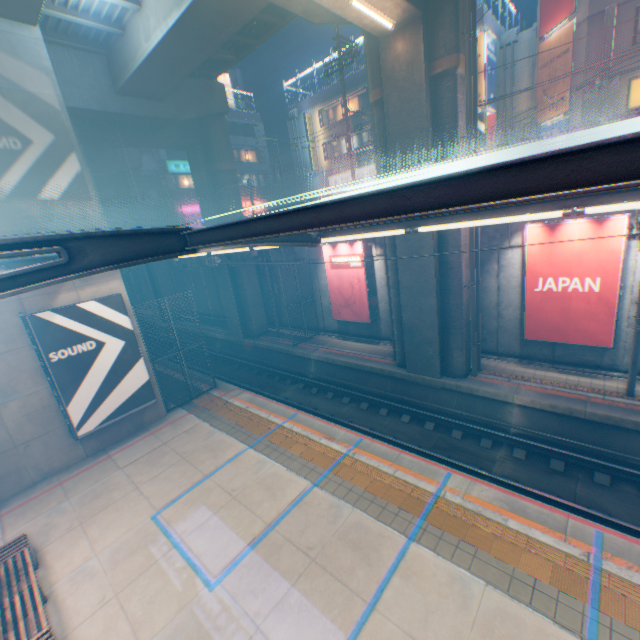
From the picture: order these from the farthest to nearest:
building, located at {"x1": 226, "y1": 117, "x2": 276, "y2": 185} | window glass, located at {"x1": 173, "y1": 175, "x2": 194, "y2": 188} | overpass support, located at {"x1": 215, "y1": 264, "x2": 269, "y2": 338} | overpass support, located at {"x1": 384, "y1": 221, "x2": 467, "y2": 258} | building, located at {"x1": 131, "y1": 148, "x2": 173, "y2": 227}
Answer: building, located at {"x1": 226, "y1": 117, "x2": 276, "y2": 185} → window glass, located at {"x1": 173, "y1": 175, "x2": 194, "y2": 188} → building, located at {"x1": 131, "y1": 148, "x2": 173, "y2": 227} → overpass support, located at {"x1": 215, "y1": 264, "x2": 269, "y2": 338} → overpass support, located at {"x1": 384, "y1": 221, "x2": 467, "y2": 258}

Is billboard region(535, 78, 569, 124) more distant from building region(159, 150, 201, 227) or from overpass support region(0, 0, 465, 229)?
overpass support region(0, 0, 465, 229)

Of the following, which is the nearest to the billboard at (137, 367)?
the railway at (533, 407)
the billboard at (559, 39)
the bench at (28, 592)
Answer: the bench at (28, 592)

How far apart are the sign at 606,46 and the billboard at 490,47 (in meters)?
6.82

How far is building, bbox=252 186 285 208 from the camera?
43.05m

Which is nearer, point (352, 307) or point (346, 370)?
point (346, 370)

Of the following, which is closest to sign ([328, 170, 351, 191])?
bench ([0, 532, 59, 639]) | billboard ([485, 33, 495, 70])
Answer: billboard ([485, 33, 495, 70])

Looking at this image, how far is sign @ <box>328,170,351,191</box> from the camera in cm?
3170
